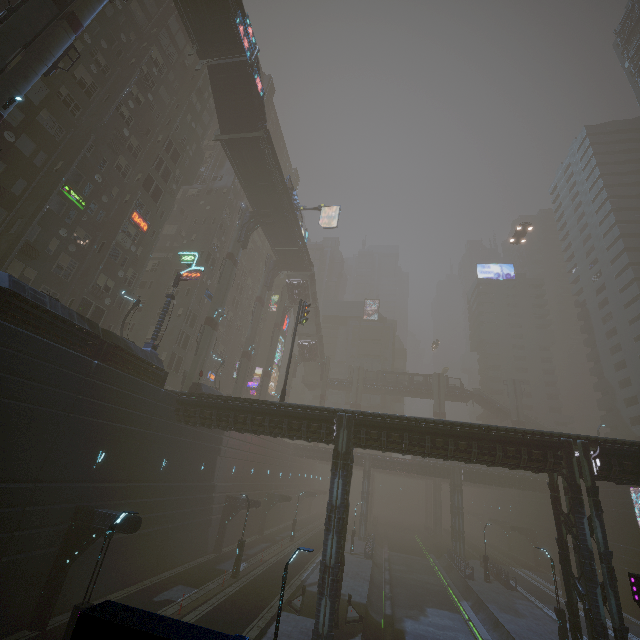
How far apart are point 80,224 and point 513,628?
46.9m

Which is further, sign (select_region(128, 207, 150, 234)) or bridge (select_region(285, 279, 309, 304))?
bridge (select_region(285, 279, 309, 304))

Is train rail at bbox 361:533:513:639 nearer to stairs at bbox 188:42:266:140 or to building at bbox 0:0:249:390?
building at bbox 0:0:249:390

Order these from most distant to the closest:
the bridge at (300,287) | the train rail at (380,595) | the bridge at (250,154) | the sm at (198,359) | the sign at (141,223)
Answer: the bridge at (300,287) → the bridge at (250,154) → the sm at (198,359) → the sign at (141,223) → the train rail at (380,595)

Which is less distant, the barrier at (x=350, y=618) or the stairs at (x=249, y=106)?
the barrier at (x=350, y=618)

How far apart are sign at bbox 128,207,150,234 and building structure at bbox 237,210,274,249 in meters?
10.0 m

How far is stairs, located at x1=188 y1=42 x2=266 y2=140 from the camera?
30.0m

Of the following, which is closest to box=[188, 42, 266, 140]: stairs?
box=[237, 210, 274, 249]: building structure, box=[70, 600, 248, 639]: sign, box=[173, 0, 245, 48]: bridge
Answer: box=[173, 0, 245, 48]: bridge
